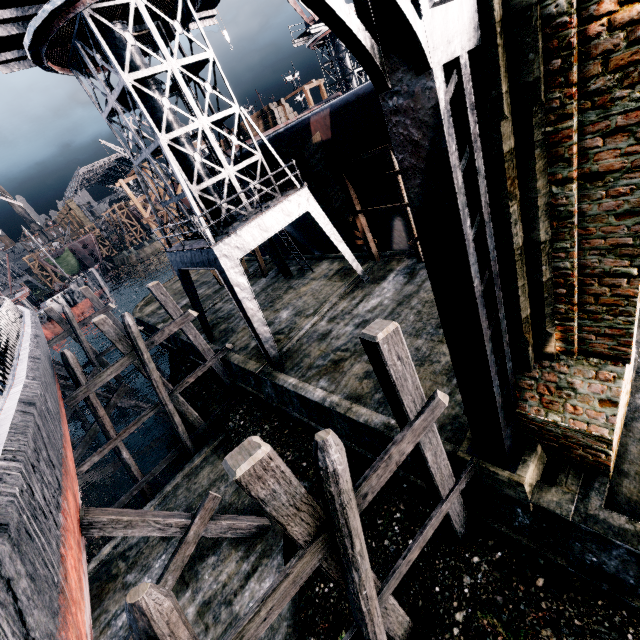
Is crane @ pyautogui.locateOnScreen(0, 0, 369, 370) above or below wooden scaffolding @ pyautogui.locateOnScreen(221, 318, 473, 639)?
above

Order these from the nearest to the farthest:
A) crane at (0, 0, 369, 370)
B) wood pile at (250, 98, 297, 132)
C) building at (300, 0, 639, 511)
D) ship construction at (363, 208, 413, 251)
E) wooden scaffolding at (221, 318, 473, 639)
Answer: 1. building at (300, 0, 639, 511)
2. wooden scaffolding at (221, 318, 473, 639)
3. crane at (0, 0, 369, 370)
4. ship construction at (363, 208, 413, 251)
5. wood pile at (250, 98, 297, 132)

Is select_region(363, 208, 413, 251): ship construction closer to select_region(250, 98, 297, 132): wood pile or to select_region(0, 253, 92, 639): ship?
select_region(250, 98, 297, 132): wood pile

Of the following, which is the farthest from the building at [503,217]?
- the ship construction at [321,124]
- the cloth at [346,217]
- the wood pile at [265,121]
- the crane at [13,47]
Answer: the wood pile at [265,121]

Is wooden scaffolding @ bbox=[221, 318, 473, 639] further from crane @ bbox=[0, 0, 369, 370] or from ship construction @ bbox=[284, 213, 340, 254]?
ship construction @ bbox=[284, 213, 340, 254]

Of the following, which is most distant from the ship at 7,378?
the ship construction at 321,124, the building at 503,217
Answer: the ship construction at 321,124

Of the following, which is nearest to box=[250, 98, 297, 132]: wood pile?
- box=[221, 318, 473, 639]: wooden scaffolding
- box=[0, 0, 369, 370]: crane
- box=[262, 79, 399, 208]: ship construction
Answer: box=[262, 79, 399, 208]: ship construction

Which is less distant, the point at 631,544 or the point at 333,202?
the point at 631,544
